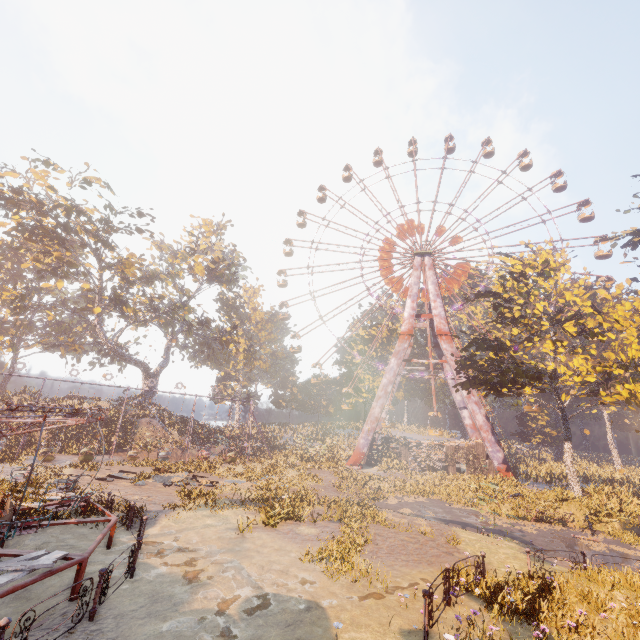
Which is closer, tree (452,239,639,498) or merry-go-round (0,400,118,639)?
merry-go-round (0,400,118,639)

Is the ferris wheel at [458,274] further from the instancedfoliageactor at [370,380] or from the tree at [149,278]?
the tree at [149,278]

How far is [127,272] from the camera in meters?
37.1

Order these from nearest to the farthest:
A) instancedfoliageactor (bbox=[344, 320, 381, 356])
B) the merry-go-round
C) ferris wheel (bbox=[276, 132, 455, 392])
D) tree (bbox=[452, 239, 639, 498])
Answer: the merry-go-round
tree (bbox=[452, 239, 639, 498])
ferris wheel (bbox=[276, 132, 455, 392])
instancedfoliageactor (bbox=[344, 320, 381, 356])

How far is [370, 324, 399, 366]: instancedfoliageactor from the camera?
51.8 meters

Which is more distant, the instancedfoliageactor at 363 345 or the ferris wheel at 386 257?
the instancedfoliageactor at 363 345

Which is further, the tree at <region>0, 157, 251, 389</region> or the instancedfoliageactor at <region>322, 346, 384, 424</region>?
the instancedfoliageactor at <region>322, 346, 384, 424</region>
